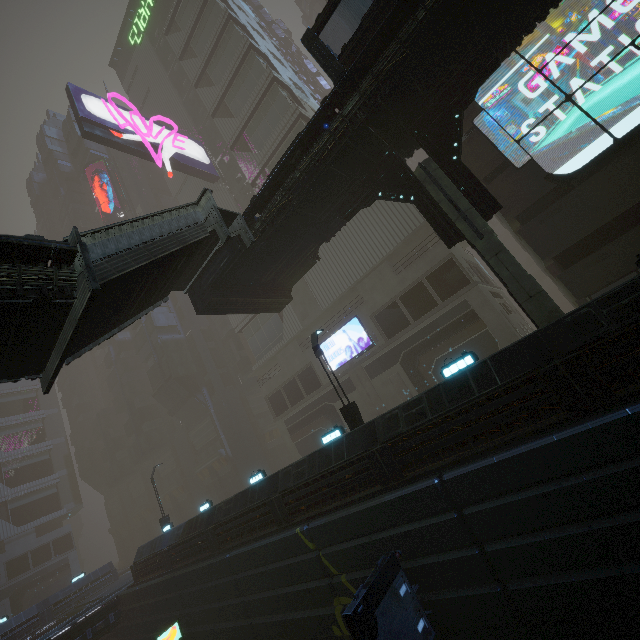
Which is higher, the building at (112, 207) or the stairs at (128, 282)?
the building at (112, 207)

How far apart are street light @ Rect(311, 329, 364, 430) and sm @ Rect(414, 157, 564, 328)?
7.4m

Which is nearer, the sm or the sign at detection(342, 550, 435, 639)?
the sign at detection(342, 550, 435, 639)

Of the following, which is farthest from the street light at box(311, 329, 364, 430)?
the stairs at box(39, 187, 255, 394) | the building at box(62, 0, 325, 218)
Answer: the stairs at box(39, 187, 255, 394)

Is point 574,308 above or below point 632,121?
below

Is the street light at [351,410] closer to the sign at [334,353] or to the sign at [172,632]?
the sign at [172,632]

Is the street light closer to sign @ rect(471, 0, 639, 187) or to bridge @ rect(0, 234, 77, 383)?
bridge @ rect(0, 234, 77, 383)

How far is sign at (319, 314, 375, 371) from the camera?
27.3 meters
